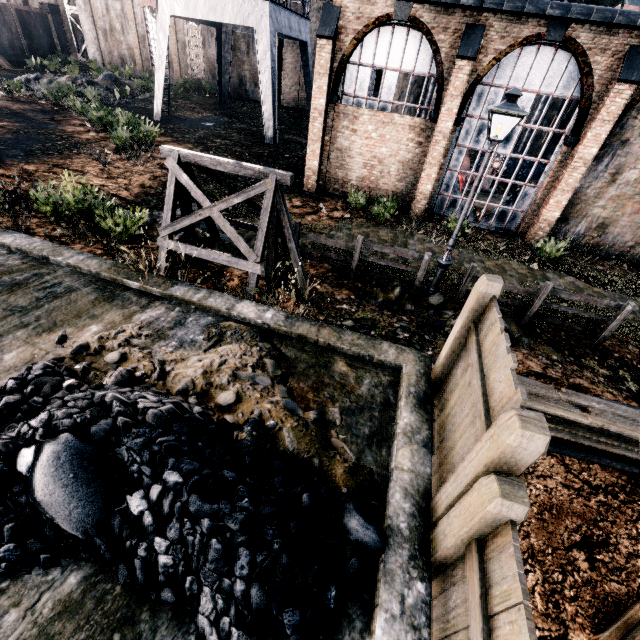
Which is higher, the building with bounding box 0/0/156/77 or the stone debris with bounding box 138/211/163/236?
the building with bounding box 0/0/156/77

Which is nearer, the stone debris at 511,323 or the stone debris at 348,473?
the stone debris at 348,473

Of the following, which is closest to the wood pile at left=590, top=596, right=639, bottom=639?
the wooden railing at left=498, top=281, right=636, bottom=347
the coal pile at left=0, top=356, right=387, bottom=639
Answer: the coal pile at left=0, top=356, right=387, bottom=639

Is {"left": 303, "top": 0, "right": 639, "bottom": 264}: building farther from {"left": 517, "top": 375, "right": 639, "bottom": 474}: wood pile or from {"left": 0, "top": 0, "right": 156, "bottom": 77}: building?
{"left": 517, "top": 375, "right": 639, "bottom": 474}: wood pile

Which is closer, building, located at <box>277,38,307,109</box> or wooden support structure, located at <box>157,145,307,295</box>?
wooden support structure, located at <box>157,145,307,295</box>

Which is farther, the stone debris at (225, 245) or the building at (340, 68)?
the building at (340, 68)

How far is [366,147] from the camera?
16.7m

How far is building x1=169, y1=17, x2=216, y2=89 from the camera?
32.9m
